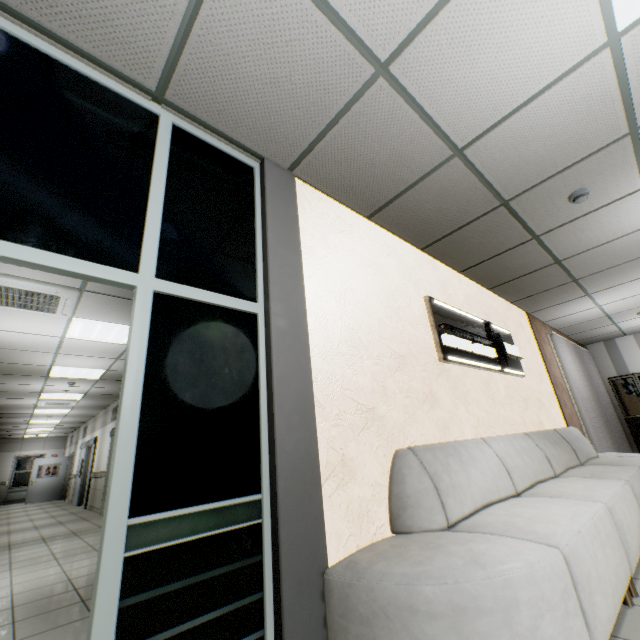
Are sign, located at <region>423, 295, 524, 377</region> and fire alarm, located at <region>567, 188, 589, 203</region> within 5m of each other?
yes

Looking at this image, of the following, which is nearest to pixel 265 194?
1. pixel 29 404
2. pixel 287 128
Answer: pixel 287 128

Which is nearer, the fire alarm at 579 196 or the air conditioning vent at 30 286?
the fire alarm at 579 196

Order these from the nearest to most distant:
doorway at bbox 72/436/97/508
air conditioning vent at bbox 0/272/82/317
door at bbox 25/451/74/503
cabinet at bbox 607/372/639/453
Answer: air conditioning vent at bbox 0/272/82/317 < cabinet at bbox 607/372/639/453 < doorway at bbox 72/436/97/508 < door at bbox 25/451/74/503

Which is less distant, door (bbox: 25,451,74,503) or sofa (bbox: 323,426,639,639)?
sofa (bbox: 323,426,639,639)

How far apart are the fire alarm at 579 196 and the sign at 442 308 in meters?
1.5 m

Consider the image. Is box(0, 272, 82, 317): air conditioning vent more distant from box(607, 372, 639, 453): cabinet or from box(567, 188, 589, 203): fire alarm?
box(607, 372, 639, 453): cabinet

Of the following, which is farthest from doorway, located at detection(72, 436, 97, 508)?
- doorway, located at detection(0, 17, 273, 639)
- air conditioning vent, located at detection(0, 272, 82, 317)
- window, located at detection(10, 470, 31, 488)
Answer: doorway, located at detection(0, 17, 273, 639)
